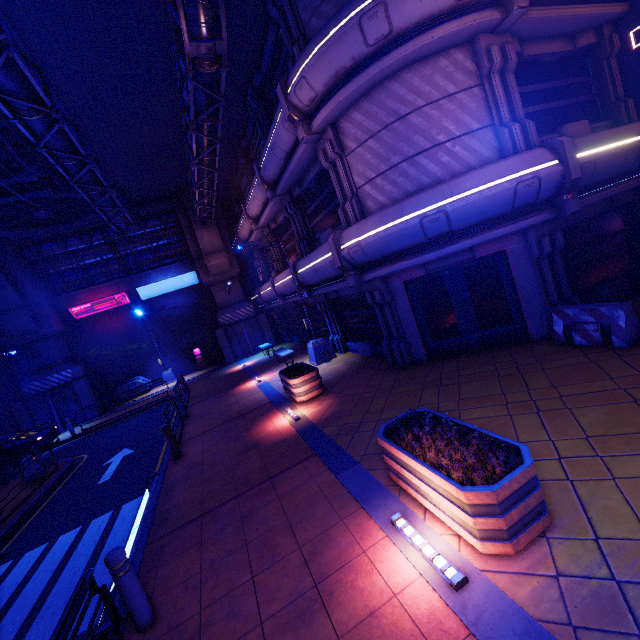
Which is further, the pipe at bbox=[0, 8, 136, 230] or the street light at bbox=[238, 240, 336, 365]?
the street light at bbox=[238, 240, 336, 365]

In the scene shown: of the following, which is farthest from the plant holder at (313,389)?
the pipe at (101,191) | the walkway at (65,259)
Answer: the walkway at (65,259)

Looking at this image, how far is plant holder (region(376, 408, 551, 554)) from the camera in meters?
3.3 m

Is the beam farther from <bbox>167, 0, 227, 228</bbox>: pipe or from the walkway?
<bbox>167, 0, 227, 228</bbox>: pipe

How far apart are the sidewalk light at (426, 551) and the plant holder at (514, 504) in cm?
29

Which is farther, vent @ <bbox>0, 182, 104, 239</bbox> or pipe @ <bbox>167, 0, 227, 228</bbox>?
vent @ <bbox>0, 182, 104, 239</bbox>

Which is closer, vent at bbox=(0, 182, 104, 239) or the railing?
the railing

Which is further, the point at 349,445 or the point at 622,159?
the point at 622,159
